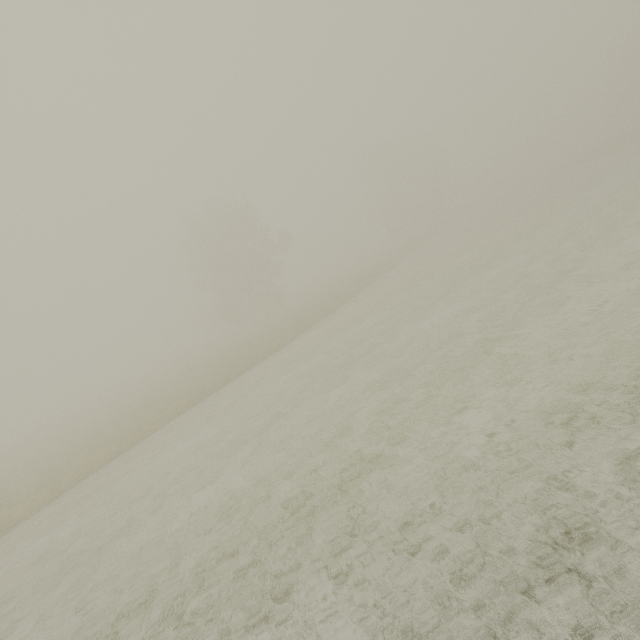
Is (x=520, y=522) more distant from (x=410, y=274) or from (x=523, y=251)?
(x=410, y=274)
